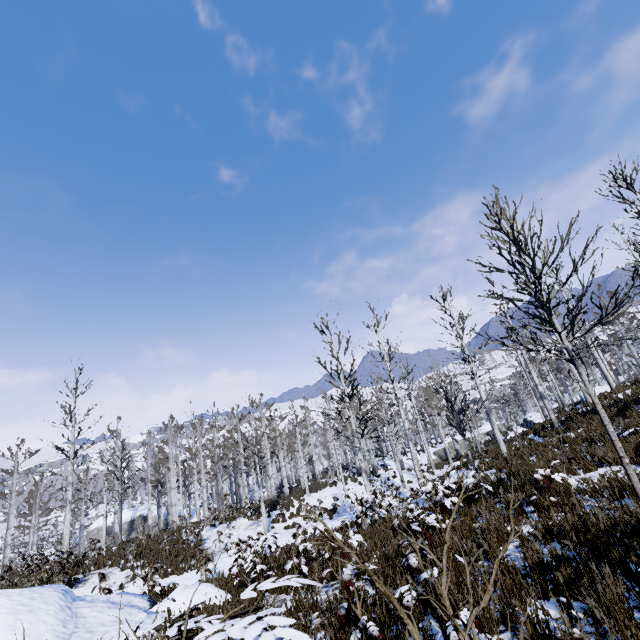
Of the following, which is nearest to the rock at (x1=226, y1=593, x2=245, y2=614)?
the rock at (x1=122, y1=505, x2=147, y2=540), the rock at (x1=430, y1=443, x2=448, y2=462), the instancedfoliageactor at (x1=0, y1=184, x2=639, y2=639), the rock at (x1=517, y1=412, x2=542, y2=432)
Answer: the instancedfoliageactor at (x1=0, y1=184, x2=639, y2=639)

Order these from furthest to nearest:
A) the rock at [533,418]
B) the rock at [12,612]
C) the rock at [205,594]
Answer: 1. the rock at [533,418]
2. the rock at [205,594]
3. the rock at [12,612]

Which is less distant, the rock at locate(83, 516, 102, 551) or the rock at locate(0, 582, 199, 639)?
the rock at locate(0, 582, 199, 639)

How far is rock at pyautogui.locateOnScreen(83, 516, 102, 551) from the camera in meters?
34.7 m

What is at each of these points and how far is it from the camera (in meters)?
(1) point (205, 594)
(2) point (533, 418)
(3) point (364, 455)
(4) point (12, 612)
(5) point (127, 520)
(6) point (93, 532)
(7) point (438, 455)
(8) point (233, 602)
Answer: (1) rock, 7.07
(2) rock, 33.84
(3) instancedfoliageactor, 12.89
(4) rock, 5.74
(5) rock, 36.31
(6) rock, 35.31
(7) rock, 36.19
(8) rock, 6.64

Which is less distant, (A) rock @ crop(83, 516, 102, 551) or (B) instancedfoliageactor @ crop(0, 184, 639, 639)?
(B) instancedfoliageactor @ crop(0, 184, 639, 639)

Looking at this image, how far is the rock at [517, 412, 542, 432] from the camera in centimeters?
2691cm

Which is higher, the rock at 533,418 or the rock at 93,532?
the rock at 533,418
